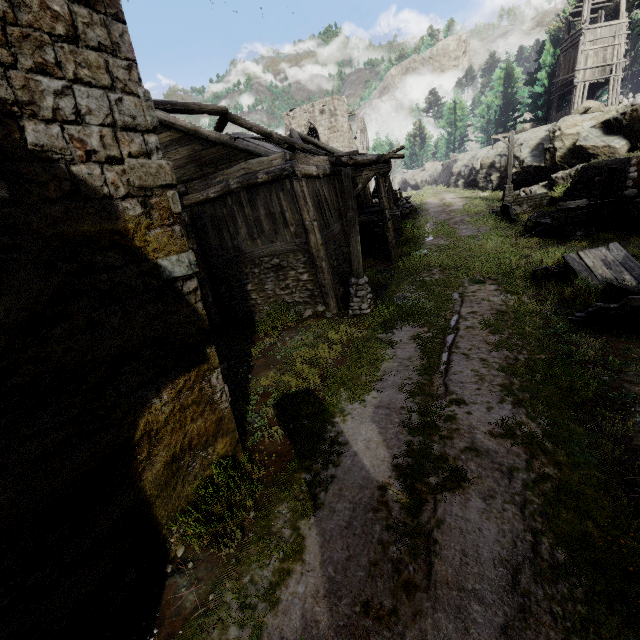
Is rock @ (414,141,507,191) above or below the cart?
above

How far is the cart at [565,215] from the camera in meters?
14.0

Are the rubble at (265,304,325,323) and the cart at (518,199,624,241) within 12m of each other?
yes

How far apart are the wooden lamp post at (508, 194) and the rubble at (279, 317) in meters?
20.1

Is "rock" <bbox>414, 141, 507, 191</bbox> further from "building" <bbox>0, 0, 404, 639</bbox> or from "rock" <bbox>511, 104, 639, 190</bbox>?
"building" <bbox>0, 0, 404, 639</bbox>

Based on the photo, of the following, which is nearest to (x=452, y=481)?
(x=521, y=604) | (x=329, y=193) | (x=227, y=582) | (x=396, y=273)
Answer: (x=521, y=604)

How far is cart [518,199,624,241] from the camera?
14.0 meters

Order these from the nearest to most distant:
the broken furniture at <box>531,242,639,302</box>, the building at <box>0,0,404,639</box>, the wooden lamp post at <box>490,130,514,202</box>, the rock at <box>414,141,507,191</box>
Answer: the building at <box>0,0,404,639</box> < the broken furniture at <box>531,242,639,302</box> < the wooden lamp post at <box>490,130,514,202</box> < the rock at <box>414,141,507,191</box>
